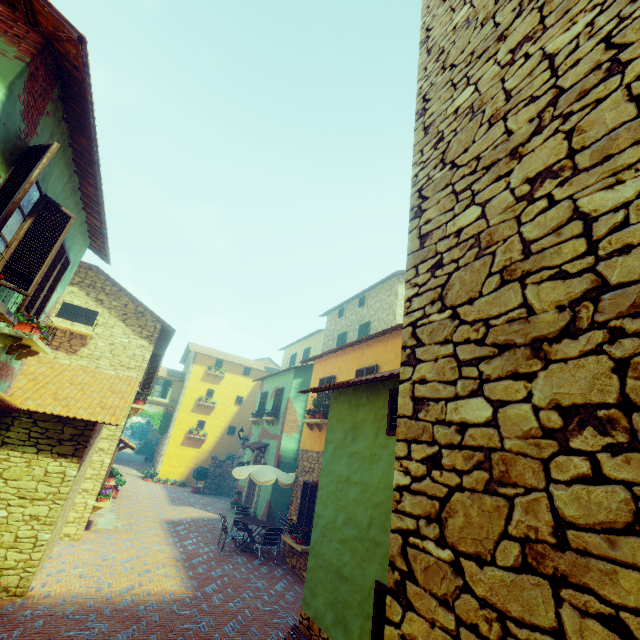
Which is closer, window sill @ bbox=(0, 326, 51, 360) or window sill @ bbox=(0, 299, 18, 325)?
window sill @ bbox=(0, 299, 18, 325)

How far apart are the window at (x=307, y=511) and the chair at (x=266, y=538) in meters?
0.5

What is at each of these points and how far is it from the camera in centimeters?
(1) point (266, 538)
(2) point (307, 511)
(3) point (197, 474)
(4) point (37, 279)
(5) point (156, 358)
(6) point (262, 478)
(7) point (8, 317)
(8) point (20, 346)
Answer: (1) chair, 1089cm
(2) window, 1069cm
(3) potted tree, 2172cm
(4) window, 531cm
(5) window, 1318cm
(6) table, 1170cm
(7) window sill, 461cm
(8) window sill, 619cm

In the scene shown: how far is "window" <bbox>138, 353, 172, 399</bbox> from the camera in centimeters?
1273cm

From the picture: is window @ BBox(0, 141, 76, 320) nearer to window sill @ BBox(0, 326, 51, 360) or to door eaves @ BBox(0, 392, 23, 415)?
window sill @ BBox(0, 326, 51, 360)

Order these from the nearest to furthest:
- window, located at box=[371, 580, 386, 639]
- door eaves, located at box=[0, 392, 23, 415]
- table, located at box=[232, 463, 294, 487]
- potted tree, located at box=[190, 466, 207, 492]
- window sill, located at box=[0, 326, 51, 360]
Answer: window, located at box=[371, 580, 386, 639] → door eaves, located at box=[0, 392, 23, 415] → window sill, located at box=[0, 326, 51, 360] → table, located at box=[232, 463, 294, 487] → potted tree, located at box=[190, 466, 207, 492]

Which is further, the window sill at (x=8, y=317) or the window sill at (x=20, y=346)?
the window sill at (x=20, y=346)

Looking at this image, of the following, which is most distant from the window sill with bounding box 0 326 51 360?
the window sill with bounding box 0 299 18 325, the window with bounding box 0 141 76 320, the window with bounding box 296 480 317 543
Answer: the window with bounding box 296 480 317 543
